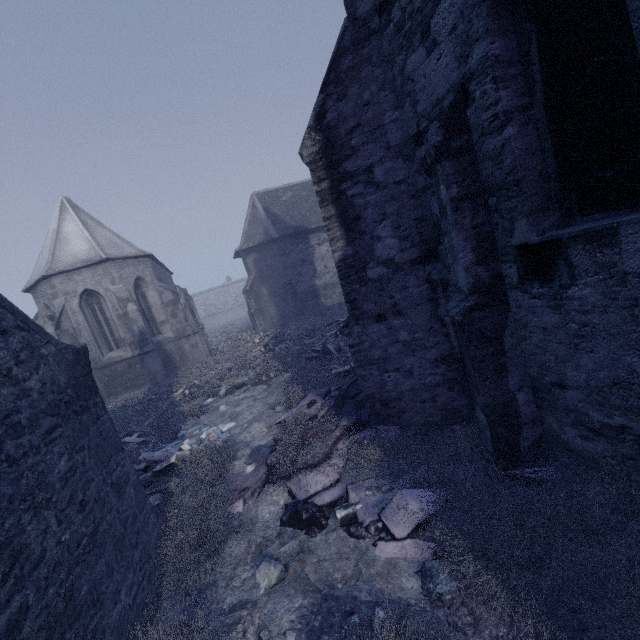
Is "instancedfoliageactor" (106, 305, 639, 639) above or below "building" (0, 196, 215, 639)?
below

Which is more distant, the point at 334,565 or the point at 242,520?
the point at 242,520

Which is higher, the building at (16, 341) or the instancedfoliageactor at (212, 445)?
the building at (16, 341)
